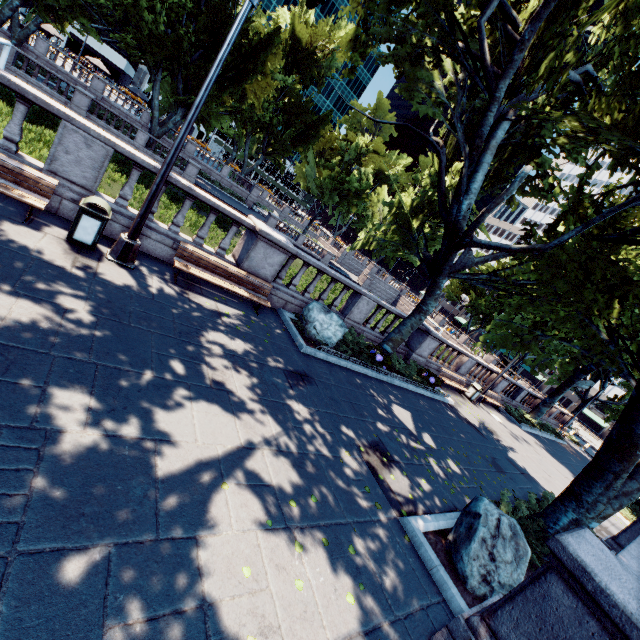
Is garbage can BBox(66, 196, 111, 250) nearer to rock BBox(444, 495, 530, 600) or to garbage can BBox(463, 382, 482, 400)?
rock BBox(444, 495, 530, 600)

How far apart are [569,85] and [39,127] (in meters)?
25.96

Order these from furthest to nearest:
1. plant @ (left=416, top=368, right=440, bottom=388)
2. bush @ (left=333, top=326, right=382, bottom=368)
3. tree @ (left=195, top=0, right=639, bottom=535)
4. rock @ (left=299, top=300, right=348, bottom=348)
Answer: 1. plant @ (left=416, top=368, right=440, bottom=388)
2. bush @ (left=333, top=326, right=382, bottom=368)
3. rock @ (left=299, top=300, right=348, bottom=348)
4. tree @ (left=195, top=0, right=639, bottom=535)

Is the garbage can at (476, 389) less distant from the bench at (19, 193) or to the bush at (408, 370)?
the bush at (408, 370)

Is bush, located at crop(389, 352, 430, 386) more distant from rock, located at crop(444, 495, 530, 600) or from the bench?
the bench

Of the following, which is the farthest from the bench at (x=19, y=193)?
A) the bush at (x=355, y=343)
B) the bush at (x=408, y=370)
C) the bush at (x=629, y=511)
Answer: the bush at (x=629, y=511)

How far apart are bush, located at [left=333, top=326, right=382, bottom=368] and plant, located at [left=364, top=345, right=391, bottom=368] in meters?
0.0

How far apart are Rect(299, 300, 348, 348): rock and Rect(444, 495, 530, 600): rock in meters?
5.8 m
